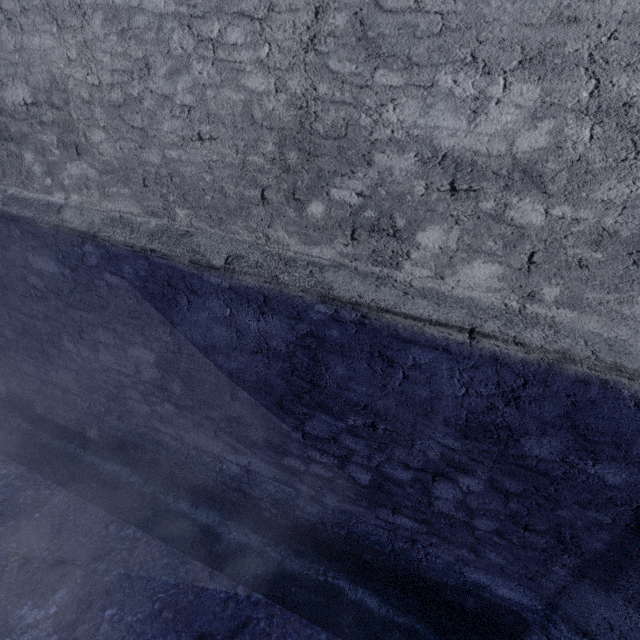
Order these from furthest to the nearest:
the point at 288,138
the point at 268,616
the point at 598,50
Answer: the point at 268,616
the point at 288,138
the point at 598,50
